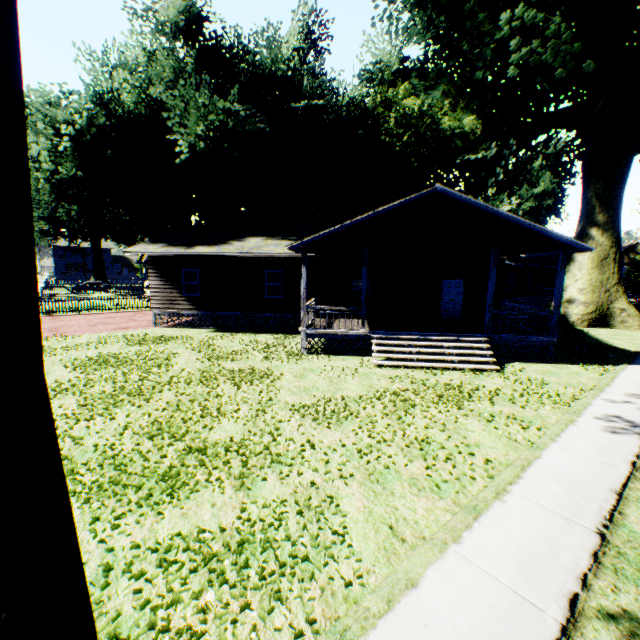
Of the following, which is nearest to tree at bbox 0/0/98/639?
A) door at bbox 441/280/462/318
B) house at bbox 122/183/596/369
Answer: house at bbox 122/183/596/369

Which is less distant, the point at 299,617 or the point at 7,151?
the point at 7,151

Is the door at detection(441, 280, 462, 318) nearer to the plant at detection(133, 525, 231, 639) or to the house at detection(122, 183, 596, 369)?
the house at detection(122, 183, 596, 369)

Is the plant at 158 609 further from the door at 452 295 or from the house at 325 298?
the door at 452 295

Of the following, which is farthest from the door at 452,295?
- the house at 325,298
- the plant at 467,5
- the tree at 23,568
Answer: the tree at 23,568

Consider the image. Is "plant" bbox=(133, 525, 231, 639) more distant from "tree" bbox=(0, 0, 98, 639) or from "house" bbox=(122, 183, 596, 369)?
"tree" bbox=(0, 0, 98, 639)

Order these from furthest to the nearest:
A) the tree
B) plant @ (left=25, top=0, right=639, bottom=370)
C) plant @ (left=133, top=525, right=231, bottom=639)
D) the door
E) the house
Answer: plant @ (left=25, top=0, right=639, bottom=370)
the door
the house
plant @ (left=133, top=525, right=231, bottom=639)
the tree

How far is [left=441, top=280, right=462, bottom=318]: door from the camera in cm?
1756
